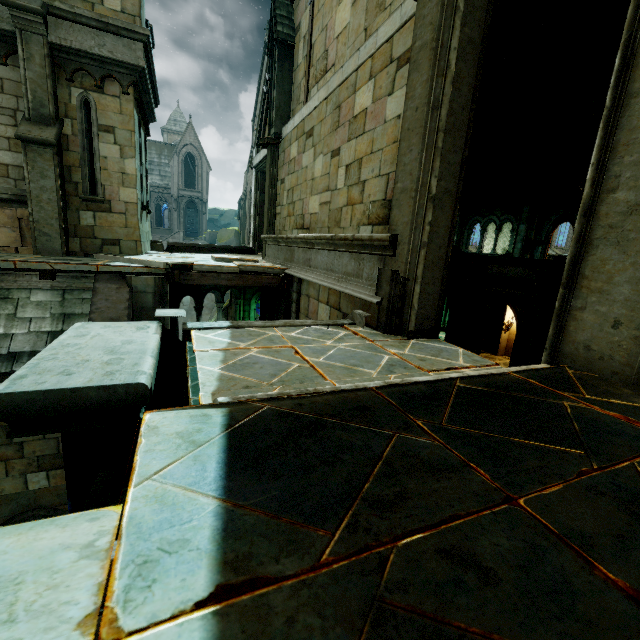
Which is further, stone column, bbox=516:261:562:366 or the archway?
the archway

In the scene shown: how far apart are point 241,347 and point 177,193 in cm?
4711

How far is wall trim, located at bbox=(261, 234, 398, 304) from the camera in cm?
461

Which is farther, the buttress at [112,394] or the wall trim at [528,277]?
the wall trim at [528,277]

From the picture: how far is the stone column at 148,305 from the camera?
6.4m

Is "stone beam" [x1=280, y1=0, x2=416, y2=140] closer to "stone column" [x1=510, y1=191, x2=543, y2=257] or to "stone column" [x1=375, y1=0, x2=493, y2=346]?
"stone column" [x1=375, y1=0, x2=493, y2=346]

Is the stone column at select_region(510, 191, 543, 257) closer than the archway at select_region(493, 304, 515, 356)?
Yes

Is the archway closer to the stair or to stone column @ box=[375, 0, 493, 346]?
the stair
